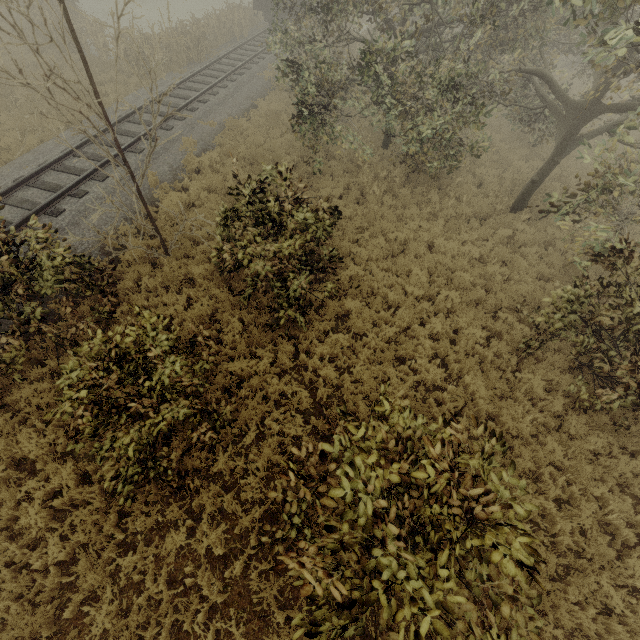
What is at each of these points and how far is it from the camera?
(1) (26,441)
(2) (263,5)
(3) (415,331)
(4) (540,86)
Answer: (1) tree, 6.1 meters
(2) boxcar, 21.5 meters
(3) tree, 8.6 meters
(4) tree, 10.6 meters

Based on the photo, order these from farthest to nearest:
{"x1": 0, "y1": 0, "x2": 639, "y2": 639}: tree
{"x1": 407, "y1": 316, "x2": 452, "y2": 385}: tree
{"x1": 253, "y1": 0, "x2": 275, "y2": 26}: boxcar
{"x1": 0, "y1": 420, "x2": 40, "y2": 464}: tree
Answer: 1. {"x1": 253, "y1": 0, "x2": 275, "y2": 26}: boxcar
2. {"x1": 407, "y1": 316, "x2": 452, "y2": 385}: tree
3. {"x1": 0, "y1": 420, "x2": 40, "y2": 464}: tree
4. {"x1": 0, "y1": 0, "x2": 639, "y2": 639}: tree

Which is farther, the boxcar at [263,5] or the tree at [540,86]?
the boxcar at [263,5]

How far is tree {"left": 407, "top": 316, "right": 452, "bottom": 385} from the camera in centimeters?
781cm

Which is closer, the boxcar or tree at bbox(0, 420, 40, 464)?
tree at bbox(0, 420, 40, 464)

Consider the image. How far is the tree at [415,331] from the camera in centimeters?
781cm

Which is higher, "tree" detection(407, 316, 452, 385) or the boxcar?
the boxcar
